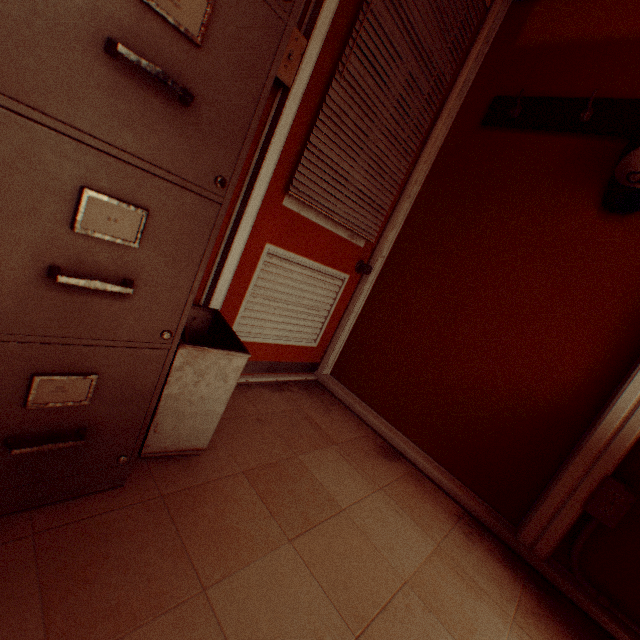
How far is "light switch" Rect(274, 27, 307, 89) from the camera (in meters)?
1.32

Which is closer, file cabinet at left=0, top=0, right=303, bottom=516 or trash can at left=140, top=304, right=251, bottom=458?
file cabinet at left=0, top=0, right=303, bottom=516

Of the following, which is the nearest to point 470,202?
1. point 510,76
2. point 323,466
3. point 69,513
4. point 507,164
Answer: point 507,164

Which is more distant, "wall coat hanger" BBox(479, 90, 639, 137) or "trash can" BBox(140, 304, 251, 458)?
"wall coat hanger" BBox(479, 90, 639, 137)

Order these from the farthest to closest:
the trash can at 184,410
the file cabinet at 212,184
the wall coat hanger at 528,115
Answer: the wall coat hanger at 528,115, the trash can at 184,410, the file cabinet at 212,184

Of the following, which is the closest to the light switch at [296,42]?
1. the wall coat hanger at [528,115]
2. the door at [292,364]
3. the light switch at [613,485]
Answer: the door at [292,364]

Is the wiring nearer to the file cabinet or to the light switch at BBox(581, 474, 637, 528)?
the light switch at BBox(581, 474, 637, 528)

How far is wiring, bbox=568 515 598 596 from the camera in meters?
1.5 m
